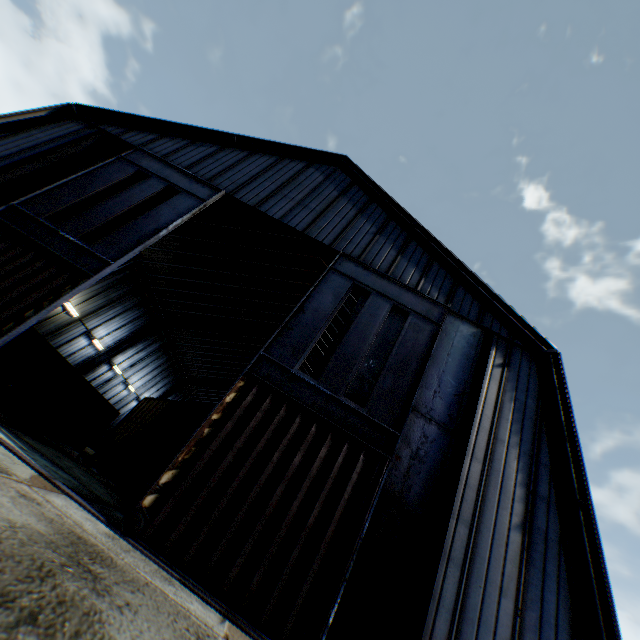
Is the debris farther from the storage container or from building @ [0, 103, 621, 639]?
building @ [0, 103, 621, 639]

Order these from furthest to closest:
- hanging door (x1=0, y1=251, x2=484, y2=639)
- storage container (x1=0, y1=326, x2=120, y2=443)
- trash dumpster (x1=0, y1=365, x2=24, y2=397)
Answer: storage container (x1=0, y1=326, x2=120, y2=443) → trash dumpster (x1=0, y1=365, x2=24, y2=397) → hanging door (x1=0, y1=251, x2=484, y2=639)

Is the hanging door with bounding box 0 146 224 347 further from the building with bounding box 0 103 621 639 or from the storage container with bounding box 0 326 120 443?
the storage container with bounding box 0 326 120 443

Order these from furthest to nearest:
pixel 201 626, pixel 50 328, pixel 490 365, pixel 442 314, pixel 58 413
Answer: pixel 50 328 < pixel 58 413 < pixel 442 314 < pixel 490 365 < pixel 201 626

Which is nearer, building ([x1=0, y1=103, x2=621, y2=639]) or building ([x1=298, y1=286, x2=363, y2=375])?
building ([x1=0, y1=103, x2=621, y2=639])

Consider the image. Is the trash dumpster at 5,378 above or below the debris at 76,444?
above

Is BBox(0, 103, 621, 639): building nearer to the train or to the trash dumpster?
the trash dumpster

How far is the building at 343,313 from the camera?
20.7m
